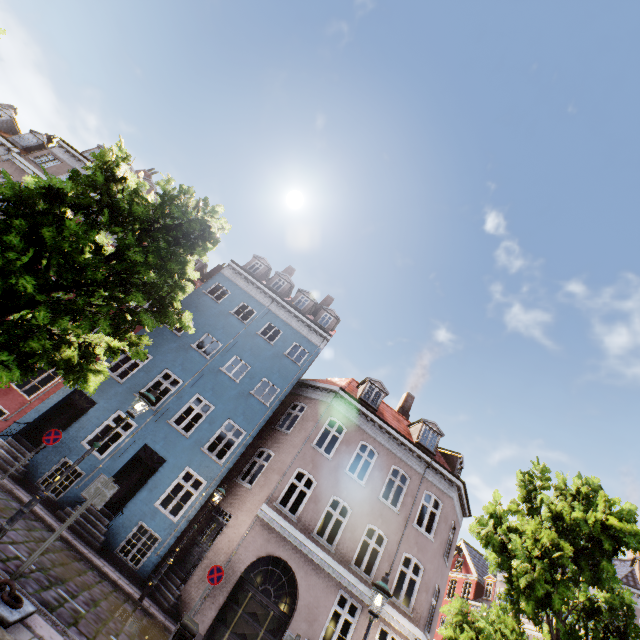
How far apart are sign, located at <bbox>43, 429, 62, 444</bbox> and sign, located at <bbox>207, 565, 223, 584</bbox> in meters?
7.0

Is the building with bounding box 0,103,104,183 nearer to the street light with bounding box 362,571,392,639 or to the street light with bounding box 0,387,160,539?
the street light with bounding box 362,571,392,639

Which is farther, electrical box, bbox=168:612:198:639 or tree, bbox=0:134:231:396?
tree, bbox=0:134:231:396

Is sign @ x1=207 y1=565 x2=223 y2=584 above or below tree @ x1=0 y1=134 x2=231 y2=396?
below

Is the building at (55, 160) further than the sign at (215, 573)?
Yes

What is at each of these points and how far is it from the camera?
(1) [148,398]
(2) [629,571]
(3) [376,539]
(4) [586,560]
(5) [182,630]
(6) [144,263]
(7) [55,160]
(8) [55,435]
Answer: (1) street light, 7.6m
(2) building, 21.3m
(3) building, 24.1m
(4) tree, 7.2m
(5) electrical box, 4.8m
(6) tree, 8.0m
(7) building, 20.6m
(8) sign, 11.5m

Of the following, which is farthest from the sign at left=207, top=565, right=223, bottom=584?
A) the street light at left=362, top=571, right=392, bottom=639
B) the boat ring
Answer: the boat ring

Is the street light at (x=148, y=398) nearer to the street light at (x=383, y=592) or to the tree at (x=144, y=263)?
the tree at (x=144, y=263)
